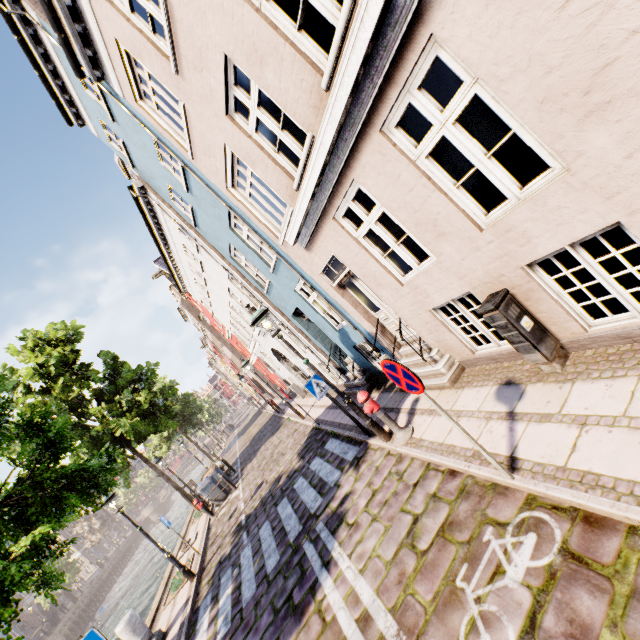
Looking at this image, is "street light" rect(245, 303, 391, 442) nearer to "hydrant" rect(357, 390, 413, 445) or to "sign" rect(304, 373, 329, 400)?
"hydrant" rect(357, 390, 413, 445)

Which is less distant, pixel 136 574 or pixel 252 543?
pixel 252 543

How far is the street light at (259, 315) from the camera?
6.4 meters

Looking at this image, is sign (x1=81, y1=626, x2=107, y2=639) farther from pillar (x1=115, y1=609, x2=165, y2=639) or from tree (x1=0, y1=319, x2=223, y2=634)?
pillar (x1=115, y1=609, x2=165, y2=639)

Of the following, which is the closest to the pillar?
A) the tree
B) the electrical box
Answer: the tree

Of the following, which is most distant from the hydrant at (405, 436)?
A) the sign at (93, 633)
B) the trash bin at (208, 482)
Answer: the trash bin at (208, 482)

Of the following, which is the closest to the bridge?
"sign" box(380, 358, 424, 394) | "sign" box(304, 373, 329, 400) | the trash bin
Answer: the trash bin

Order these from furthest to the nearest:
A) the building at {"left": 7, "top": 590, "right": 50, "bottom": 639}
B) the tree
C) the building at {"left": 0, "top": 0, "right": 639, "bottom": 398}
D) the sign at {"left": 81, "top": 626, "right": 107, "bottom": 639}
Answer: the building at {"left": 7, "top": 590, "right": 50, "bottom": 639}, the sign at {"left": 81, "top": 626, "right": 107, "bottom": 639}, the tree, the building at {"left": 0, "top": 0, "right": 639, "bottom": 398}
